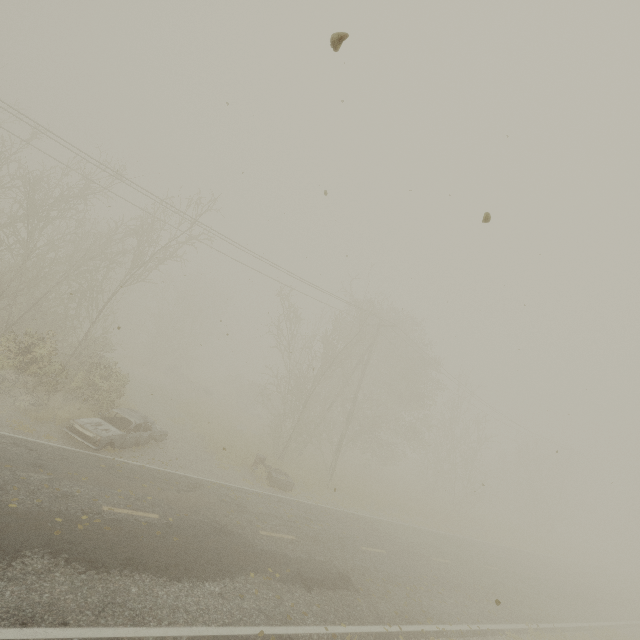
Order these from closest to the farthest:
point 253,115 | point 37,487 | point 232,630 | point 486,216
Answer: point 486,216, point 232,630, point 37,487, point 253,115

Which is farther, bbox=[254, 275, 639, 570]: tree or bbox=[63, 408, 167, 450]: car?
bbox=[254, 275, 639, 570]: tree

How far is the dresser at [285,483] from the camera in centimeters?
1648cm

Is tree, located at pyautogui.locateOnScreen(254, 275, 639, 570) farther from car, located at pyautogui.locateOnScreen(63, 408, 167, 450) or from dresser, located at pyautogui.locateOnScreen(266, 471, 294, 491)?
car, located at pyautogui.locateOnScreen(63, 408, 167, 450)

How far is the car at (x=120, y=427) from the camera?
11.9 meters

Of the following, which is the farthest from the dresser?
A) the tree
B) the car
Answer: the car

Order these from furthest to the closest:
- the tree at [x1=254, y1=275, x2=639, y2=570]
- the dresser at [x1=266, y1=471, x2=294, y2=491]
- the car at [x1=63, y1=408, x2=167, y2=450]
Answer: the tree at [x1=254, y1=275, x2=639, y2=570] → the dresser at [x1=266, y1=471, x2=294, y2=491] → the car at [x1=63, y1=408, x2=167, y2=450]
